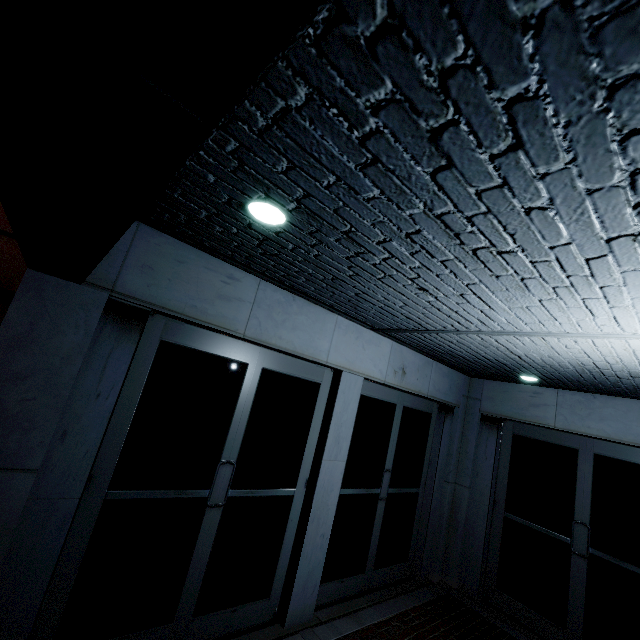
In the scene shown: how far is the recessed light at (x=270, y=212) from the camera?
1.90m

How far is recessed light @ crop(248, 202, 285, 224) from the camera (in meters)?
1.90

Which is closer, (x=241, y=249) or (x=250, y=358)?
(x=241, y=249)

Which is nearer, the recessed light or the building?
the building

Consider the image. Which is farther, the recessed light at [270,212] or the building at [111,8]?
the recessed light at [270,212]
